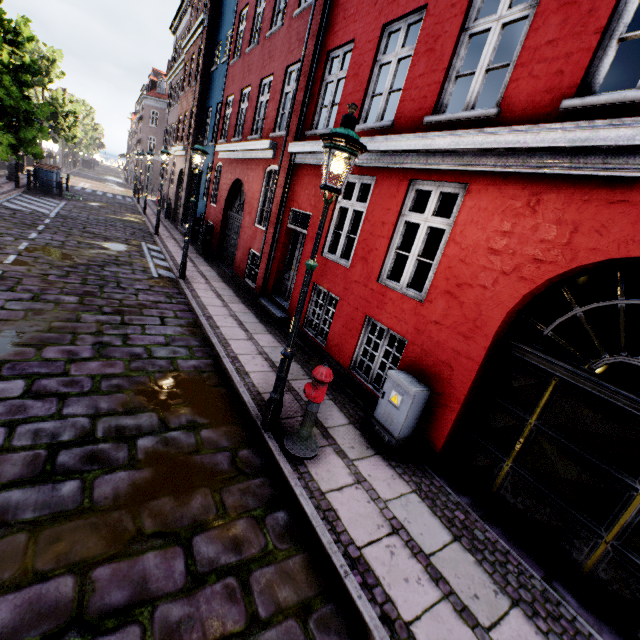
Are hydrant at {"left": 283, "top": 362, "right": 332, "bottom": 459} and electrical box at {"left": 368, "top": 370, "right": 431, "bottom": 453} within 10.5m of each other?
yes

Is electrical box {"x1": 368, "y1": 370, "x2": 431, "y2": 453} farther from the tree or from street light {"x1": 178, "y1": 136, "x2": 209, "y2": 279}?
the tree

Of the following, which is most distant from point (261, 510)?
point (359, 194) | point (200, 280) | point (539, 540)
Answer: point (200, 280)

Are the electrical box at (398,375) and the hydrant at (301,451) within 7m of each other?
yes

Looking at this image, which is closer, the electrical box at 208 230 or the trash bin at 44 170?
the electrical box at 208 230

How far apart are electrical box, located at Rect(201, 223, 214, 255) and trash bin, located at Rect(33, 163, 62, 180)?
12.2m

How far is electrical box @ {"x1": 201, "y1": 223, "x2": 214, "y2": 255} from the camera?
13.6m

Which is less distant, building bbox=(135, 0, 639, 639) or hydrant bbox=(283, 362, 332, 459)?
building bbox=(135, 0, 639, 639)
